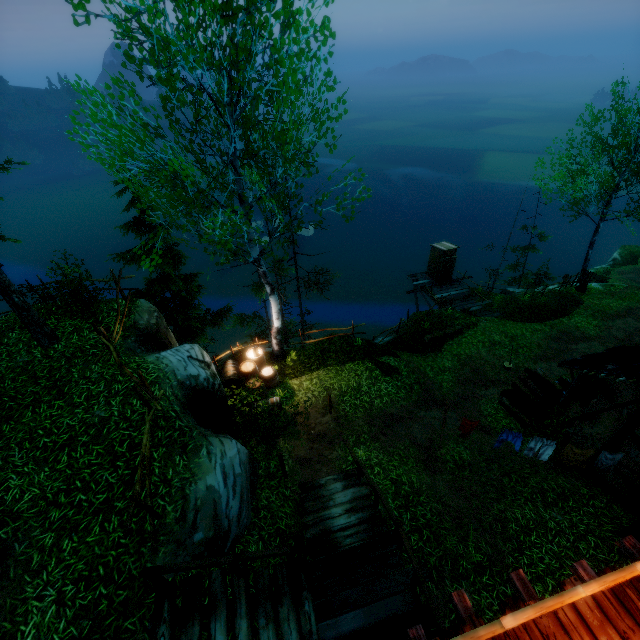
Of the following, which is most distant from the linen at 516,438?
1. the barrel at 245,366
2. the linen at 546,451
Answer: the barrel at 245,366

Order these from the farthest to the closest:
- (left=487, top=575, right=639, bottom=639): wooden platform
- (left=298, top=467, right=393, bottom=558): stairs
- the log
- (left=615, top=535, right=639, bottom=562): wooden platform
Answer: the log, (left=298, top=467, right=393, bottom=558): stairs, (left=615, top=535, right=639, bottom=562): wooden platform, (left=487, top=575, right=639, bottom=639): wooden platform

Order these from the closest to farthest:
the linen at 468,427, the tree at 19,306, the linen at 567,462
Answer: the tree at 19,306
the linen at 567,462
the linen at 468,427

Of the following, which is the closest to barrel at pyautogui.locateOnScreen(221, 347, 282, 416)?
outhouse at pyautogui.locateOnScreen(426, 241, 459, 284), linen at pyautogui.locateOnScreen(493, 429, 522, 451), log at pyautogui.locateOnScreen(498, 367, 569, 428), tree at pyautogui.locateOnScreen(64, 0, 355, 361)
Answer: linen at pyautogui.locateOnScreen(493, 429, 522, 451)

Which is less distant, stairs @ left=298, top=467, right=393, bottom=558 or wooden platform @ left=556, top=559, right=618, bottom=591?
wooden platform @ left=556, top=559, right=618, bottom=591

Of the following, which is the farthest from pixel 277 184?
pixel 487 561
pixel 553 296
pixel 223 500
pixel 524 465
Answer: pixel 553 296

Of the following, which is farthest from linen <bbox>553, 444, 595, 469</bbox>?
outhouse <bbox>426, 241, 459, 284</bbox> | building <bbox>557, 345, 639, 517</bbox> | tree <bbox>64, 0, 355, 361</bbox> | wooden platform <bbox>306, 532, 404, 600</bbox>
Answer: tree <bbox>64, 0, 355, 361</bbox>

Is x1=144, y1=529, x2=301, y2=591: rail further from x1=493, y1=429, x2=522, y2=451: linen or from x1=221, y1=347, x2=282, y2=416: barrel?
x1=493, y1=429, x2=522, y2=451: linen
